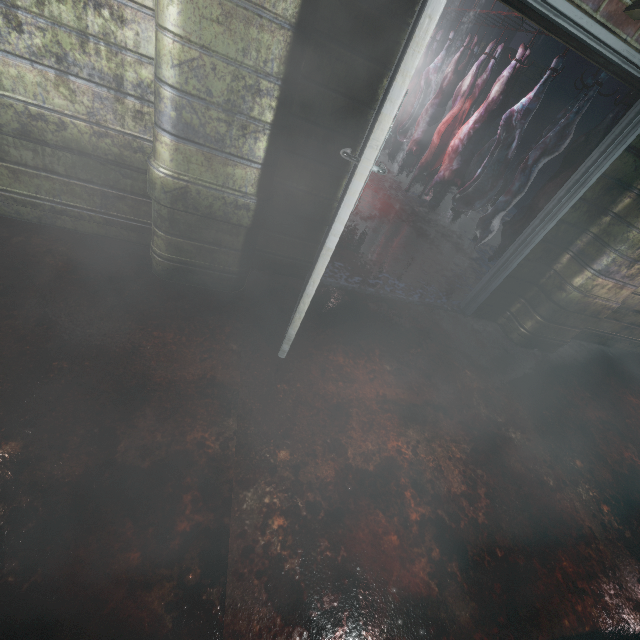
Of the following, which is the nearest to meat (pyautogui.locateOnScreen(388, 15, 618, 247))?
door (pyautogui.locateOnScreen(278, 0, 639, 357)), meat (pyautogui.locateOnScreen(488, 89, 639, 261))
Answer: meat (pyautogui.locateOnScreen(488, 89, 639, 261))

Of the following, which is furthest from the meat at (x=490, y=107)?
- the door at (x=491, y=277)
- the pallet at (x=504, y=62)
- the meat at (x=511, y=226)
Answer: the pallet at (x=504, y=62)

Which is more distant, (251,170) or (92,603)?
(251,170)

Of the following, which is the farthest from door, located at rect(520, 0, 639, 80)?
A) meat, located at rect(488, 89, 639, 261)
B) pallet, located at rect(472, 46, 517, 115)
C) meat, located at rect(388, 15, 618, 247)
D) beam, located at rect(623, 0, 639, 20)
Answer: pallet, located at rect(472, 46, 517, 115)

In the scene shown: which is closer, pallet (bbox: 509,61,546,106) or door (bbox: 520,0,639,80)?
door (bbox: 520,0,639,80)

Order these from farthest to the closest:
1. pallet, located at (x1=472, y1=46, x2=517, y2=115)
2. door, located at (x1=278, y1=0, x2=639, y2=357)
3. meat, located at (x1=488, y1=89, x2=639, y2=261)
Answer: pallet, located at (x1=472, y1=46, x2=517, y2=115), meat, located at (x1=488, y1=89, x2=639, y2=261), door, located at (x1=278, y1=0, x2=639, y2=357)

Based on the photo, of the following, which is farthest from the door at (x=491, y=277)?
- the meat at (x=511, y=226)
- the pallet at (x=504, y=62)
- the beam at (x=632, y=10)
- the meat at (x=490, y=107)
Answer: the pallet at (x=504, y=62)

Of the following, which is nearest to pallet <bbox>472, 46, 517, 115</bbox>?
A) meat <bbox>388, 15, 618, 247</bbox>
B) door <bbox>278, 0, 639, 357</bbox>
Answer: meat <bbox>388, 15, 618, 247</bbox>
